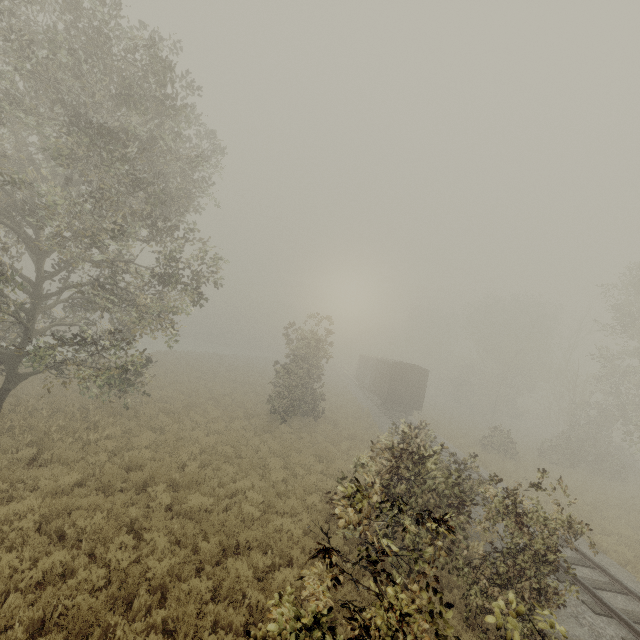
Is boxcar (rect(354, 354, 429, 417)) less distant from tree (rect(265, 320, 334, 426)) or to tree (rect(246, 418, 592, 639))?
tree (rect(265, 320, 334, 426))

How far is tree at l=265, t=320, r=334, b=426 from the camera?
19.8m

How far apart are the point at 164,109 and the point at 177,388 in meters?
18.2 m

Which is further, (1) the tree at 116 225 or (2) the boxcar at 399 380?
A: (2) the boxcar at 399 380

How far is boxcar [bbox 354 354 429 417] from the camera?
28.05m

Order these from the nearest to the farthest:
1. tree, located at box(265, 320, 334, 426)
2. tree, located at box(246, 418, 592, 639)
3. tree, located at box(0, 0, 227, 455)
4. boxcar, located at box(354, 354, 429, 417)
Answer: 1. tree, located at box(246, 418, 592, 639)
2. tree, located at box(0, 0, 227, 455)
3. tree, located at box(265, 320, 334, 426)
4. boxcar, located at box(354, 354, 429, 417)

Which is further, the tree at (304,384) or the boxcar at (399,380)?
the boxcar at (399,380)
